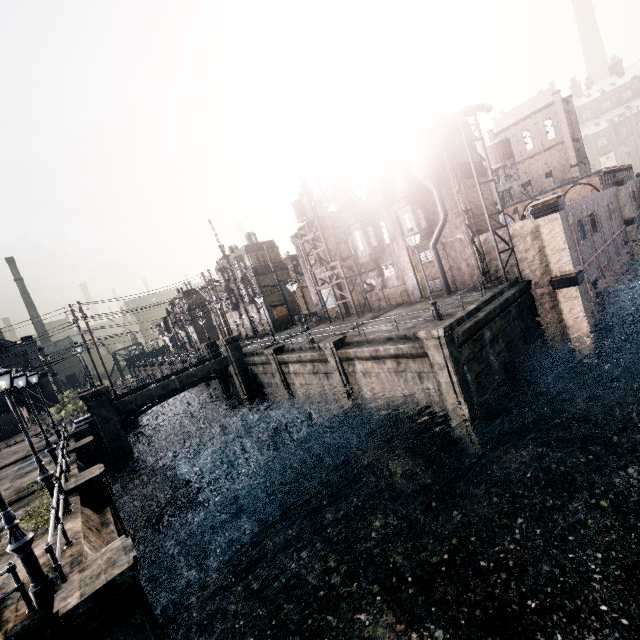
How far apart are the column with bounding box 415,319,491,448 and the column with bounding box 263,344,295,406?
15.49m

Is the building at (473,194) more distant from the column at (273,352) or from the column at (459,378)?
the column at (273,352)

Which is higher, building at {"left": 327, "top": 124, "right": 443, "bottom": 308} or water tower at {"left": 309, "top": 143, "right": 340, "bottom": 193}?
water tower at {"left": 309, "top": 143, "right": 340, "bottom": 193}

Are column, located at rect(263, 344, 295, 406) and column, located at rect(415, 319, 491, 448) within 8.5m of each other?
no

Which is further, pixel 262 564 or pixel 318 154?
pixel 318 154

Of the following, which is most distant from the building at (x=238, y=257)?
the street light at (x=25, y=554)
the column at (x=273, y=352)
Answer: the street light at (x=25, y=554)

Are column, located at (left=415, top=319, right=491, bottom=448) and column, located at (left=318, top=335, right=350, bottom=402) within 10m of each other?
yes

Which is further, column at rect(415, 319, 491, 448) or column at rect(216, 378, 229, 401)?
column at rect(216, 378, 229, 401)
